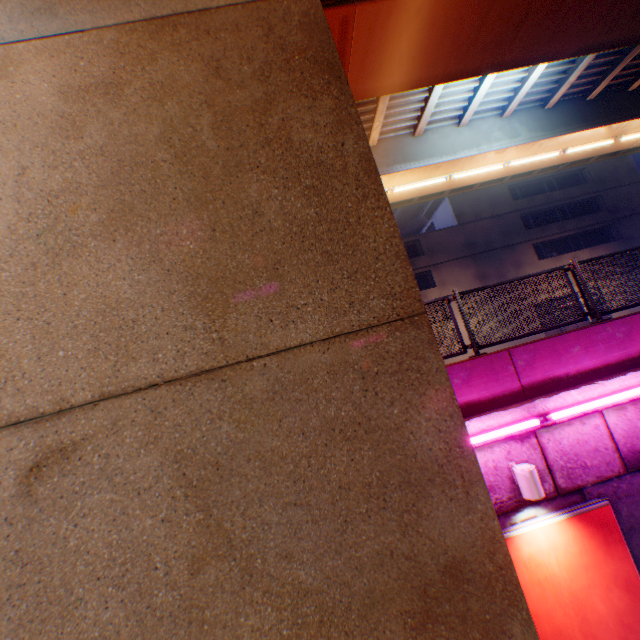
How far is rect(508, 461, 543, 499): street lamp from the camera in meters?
4.6 m

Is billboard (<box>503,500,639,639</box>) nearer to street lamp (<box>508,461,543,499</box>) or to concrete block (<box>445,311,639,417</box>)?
street lamp (<box>508,461,543,499</box>)

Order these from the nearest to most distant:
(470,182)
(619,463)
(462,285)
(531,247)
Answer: (619,463) → (470,182) → (462,285) → (531,247)

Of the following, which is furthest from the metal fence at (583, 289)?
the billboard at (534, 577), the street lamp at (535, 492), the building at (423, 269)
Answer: the building at (423, 269)

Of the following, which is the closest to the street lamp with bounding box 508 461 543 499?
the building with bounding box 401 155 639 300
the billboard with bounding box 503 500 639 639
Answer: the billboard with bounding box 503 500 639 639

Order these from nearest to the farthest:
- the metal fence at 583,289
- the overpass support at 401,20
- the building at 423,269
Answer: the metal fence at 583,289 < the overpass support at 401,20 < the building at 423,269

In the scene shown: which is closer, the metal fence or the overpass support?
the metal fence

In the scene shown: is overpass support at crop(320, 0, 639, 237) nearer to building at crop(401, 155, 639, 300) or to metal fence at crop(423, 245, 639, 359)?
metal fence at crop(423, 245, 639, 359)
